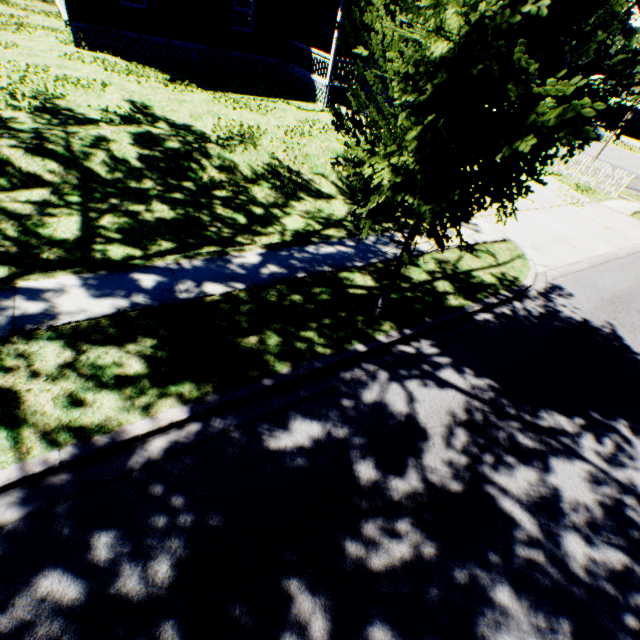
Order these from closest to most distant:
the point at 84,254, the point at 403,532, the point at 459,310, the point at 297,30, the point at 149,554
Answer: the point at 149,554 → the point at 403,532 → the point at 84,254 → the point at 459,310 → the point at 297,30

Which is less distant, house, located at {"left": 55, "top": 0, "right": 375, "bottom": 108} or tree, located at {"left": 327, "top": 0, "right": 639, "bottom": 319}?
tree, located at {"left": 327, "top": 0, "right": 639, "bottom": 319}

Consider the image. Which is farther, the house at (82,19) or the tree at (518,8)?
the house at (82,19)
